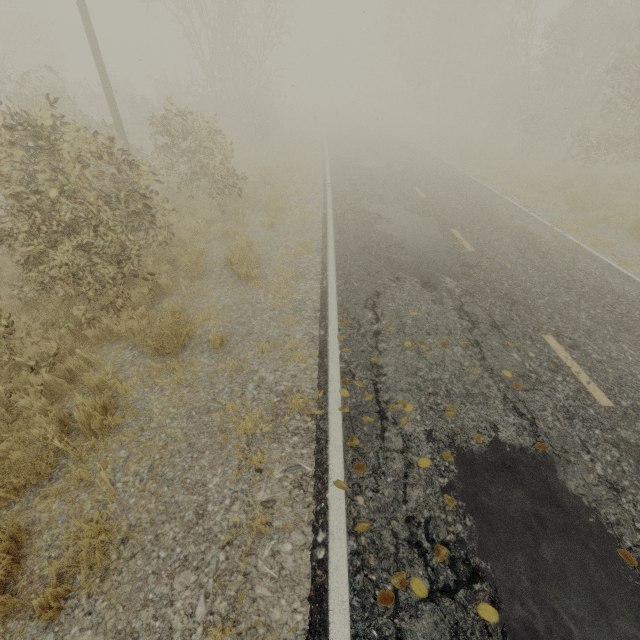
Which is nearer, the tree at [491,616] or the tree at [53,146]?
the tree at [491,616]

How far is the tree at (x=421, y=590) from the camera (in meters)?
2.66

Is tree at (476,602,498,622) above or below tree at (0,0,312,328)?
below

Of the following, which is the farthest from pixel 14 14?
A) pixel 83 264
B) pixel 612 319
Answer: pixel 612 319

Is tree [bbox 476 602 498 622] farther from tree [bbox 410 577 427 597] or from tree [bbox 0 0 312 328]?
tree [bbox 0 0 312 328]

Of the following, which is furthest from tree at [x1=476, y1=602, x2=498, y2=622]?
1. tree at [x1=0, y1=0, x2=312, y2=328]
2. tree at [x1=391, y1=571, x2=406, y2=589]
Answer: tree at [x1=0, y1=0, x2=312, y2=328]

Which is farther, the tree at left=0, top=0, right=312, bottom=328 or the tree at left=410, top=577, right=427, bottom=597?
the tree at left=0, top=0, right=312, bottom=328
